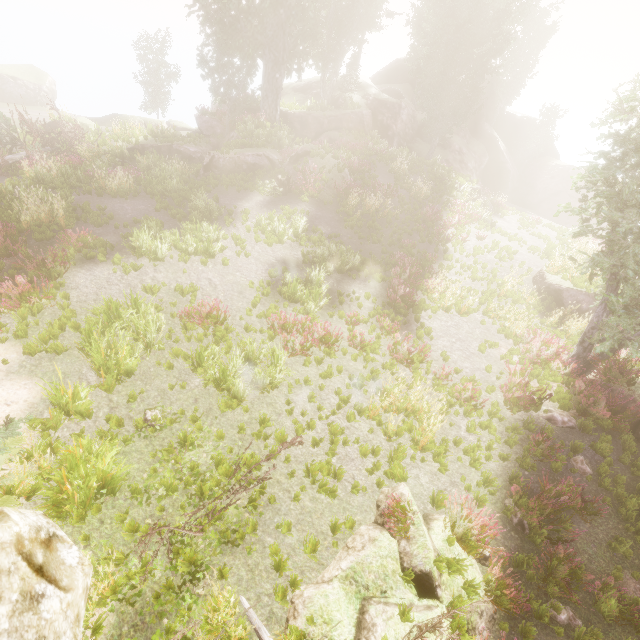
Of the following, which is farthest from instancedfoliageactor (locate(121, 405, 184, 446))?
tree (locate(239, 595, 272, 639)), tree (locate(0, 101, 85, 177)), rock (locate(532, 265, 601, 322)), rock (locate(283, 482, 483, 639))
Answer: tree (locate(239, 595, 272, 639))

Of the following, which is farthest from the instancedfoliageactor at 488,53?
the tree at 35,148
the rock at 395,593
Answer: the tree at 35,148

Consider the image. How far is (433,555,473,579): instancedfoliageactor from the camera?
5.07m

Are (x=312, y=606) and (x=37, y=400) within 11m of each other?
yes

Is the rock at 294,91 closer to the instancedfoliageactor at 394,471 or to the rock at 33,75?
the instancedfoliageactor at 394,471

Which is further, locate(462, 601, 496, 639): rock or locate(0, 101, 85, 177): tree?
locate(0, 101, 85, 177): tree
